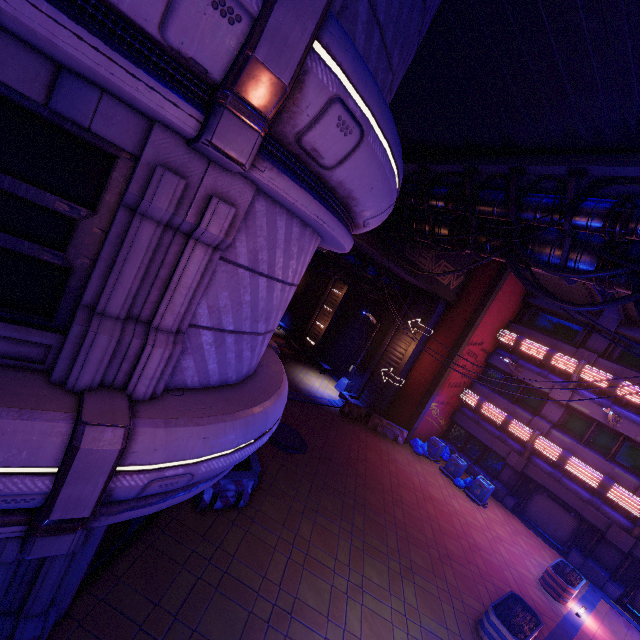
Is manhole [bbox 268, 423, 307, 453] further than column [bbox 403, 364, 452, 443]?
No

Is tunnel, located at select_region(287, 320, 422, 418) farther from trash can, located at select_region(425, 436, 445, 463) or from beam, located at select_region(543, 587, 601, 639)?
beam, located at select_region(543, 587, 601, 639)

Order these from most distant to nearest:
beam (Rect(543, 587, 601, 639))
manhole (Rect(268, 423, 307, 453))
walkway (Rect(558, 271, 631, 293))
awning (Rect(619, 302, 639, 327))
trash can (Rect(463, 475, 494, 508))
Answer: trash can (Rect(463, 475, 494, 508))
awning (Rect(619, 302, 639, 327))
manhole (Rect(268, 423, 307, 453))
beam (Rect(543, 587, 601, 639))
walkway (Rect(558, 271, 631, 293))

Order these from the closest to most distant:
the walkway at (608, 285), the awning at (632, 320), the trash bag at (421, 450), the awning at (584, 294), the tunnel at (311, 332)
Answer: the walkway at (608, 285)
the awning at (632, 320)
the awning at (584, 294)
the trash bag at (421, 450)
the tunnel at (311, 332)

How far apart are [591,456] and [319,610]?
16.82m

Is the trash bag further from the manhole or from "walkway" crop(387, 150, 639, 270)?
"walkway" crop(387, 150, 639, 270)

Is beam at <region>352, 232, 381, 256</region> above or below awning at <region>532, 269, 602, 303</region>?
below

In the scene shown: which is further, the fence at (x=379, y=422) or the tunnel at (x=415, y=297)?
the tunnel at (x=415, y=297)
